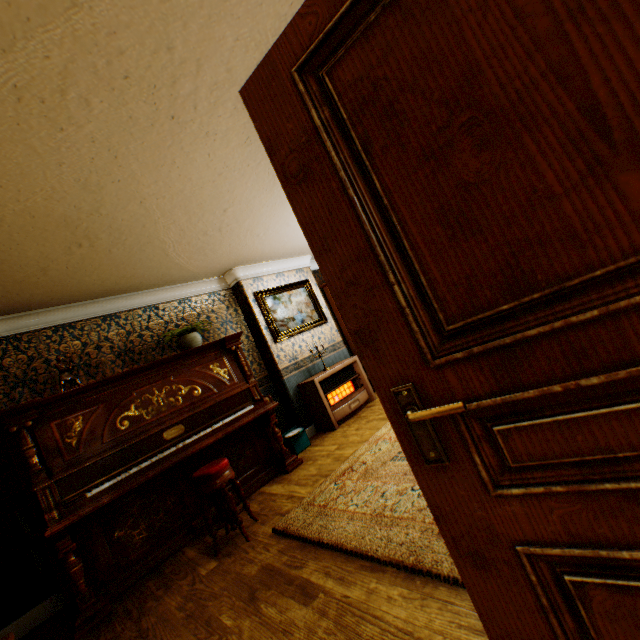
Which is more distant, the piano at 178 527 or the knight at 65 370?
the knight at 65 370

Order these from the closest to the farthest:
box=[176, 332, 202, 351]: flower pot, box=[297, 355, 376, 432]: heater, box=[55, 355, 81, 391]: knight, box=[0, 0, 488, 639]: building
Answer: box=[0, 0, 488, 639]: building, box=[55, 355, 81, 391]: knight, box=[176, 332, 202, 351]: flower pot, box=[297, 355, 376, 432]: heater

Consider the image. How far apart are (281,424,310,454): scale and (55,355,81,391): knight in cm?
266

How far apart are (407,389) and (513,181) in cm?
56

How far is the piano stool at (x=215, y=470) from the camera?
3.0m

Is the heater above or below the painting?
below

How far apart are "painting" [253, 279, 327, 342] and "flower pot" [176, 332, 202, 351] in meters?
1.3

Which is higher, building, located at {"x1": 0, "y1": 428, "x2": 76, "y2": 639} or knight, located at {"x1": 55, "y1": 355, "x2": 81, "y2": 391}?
knight, located at {"x1": 55, "y1": 355, "x2": 81, "y2": 391}
